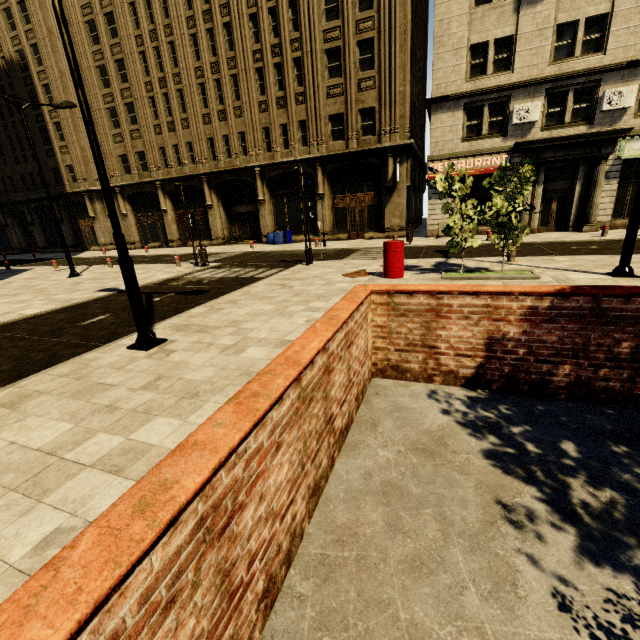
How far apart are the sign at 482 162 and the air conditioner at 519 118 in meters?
1.3 m

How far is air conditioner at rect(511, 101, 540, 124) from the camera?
17.2m

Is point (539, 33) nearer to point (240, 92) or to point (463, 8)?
point (463, 8)

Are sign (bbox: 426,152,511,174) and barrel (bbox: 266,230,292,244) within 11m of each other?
yes

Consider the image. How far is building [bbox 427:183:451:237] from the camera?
20.56m

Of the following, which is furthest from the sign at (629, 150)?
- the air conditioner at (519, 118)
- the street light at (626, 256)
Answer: the street light at (626, 256)

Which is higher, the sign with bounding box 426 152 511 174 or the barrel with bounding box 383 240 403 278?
the sign with bounding box 426 152 511 174

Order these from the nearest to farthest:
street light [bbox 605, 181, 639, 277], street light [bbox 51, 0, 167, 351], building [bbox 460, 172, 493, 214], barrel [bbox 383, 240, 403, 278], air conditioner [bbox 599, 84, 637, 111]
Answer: street light [bbox 51, 0, 167, 351]
street light [bbox 605, 181, 639, 277]
barrel [bbox 383, 240, 403, 278]
air conditioner [bbox 599, 84, 637, 111]
building [bbox 460, 172, 493, 214]
